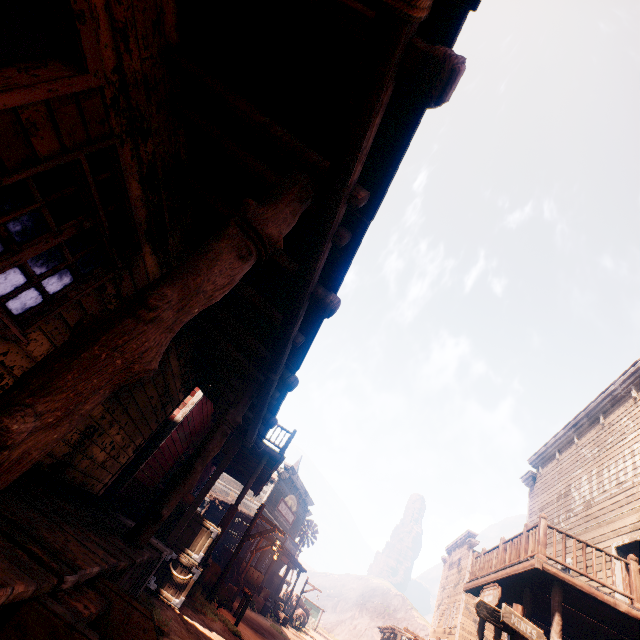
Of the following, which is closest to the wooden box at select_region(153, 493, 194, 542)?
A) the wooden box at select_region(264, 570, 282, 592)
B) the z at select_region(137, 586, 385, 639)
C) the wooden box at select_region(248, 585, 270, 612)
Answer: the z at select_region(137, 586, 385, 639)

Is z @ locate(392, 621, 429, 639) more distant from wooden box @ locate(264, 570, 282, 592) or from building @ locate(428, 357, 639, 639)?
wooden box @ locate(264, 570, 282, 592)

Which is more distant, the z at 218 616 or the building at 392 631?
the building at 392 631

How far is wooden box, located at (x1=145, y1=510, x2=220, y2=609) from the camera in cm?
783

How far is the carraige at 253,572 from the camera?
17.70m

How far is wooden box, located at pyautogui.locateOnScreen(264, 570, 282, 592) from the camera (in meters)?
27.30

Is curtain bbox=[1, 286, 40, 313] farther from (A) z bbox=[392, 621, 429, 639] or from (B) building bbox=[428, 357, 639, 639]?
(A) z bbox=[392, 621, 429, 639]

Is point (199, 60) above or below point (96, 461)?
above
